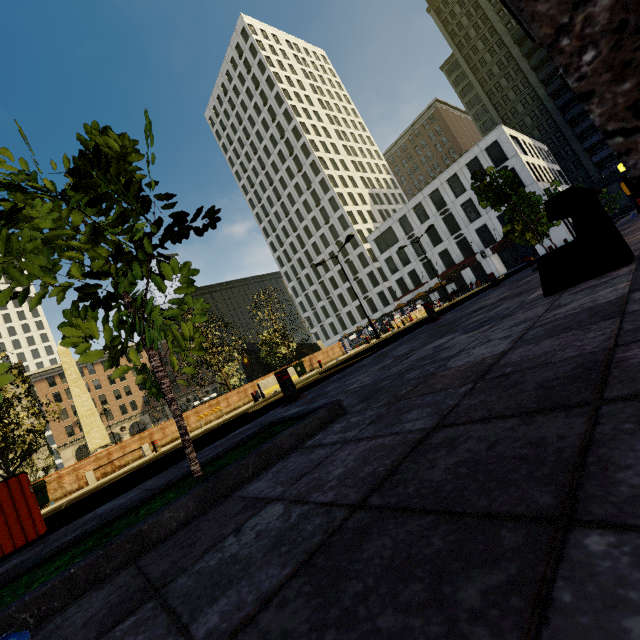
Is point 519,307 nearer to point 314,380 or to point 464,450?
point 464,450

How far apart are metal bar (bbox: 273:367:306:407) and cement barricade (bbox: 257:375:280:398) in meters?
11.6 m

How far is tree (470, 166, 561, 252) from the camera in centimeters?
879cm

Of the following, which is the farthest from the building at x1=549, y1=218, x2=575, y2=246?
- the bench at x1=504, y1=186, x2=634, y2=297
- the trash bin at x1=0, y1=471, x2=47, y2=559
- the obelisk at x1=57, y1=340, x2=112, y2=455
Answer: the trash bin at x1=0, y1=471, x2=47, y2=559

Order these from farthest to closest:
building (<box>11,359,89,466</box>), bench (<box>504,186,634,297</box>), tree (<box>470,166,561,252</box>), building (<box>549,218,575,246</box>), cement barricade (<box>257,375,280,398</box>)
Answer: building (<box>11,359,89,466</box>), building (<box>549,218,575,246</box>), cement barricade (<box>257,375,280,398</box>), tree (<box>470,166,561,252</box>), bench (<box>504,186,634,297</box>)

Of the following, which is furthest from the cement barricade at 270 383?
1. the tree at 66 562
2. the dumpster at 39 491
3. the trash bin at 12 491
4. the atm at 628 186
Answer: the atm at 628 186

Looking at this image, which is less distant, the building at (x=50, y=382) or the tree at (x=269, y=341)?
the tree at (x=269, y=341)

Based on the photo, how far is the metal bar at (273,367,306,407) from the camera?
5.1 meters
